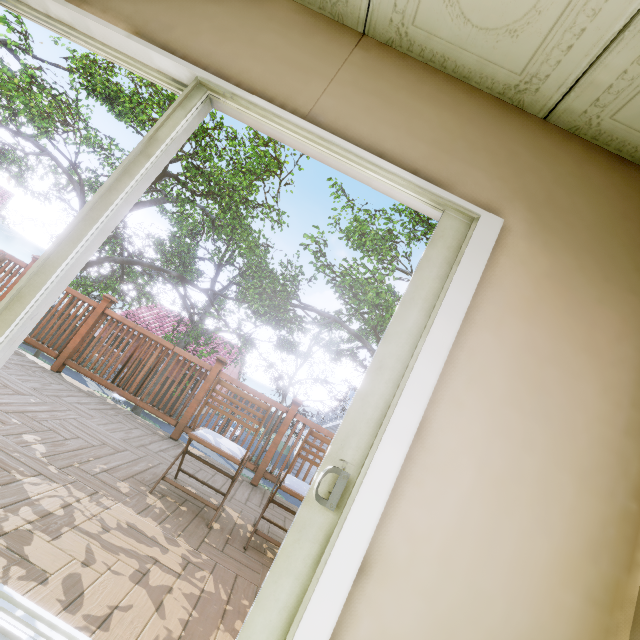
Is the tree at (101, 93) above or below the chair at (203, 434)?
above

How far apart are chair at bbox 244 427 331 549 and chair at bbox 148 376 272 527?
0.30m

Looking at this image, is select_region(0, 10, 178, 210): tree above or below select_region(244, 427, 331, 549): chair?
above

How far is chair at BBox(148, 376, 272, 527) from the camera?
2.40m

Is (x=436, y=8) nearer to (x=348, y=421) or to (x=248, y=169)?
(x=348, y=421)

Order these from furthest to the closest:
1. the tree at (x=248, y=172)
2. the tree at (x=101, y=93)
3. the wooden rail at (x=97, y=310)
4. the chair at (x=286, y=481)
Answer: the tree at (x=248, y=172)
the tree at (x=101, y=93)
the wooden rail at (x=97, y=310)
the chair at (x=286, y=481)

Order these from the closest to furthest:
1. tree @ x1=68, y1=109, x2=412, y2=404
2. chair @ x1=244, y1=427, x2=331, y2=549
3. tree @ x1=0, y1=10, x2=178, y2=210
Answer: chair @ x1=244, y1=427, x2=331, y2=549, tree @ x1=0, y1=10, x2=178, y2=210, tree @ x1=68, y1=109, x2=412, y2=404

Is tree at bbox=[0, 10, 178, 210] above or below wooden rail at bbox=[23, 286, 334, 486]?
above
